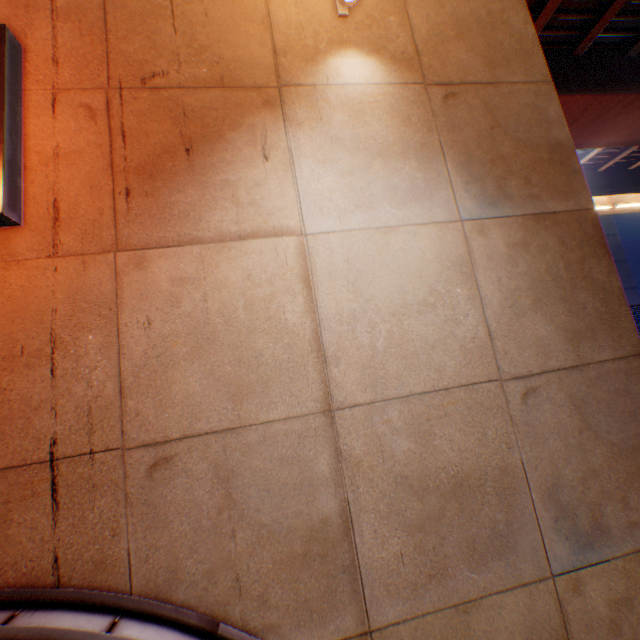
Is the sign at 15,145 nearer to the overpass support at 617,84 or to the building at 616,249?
the overpass support at 617,84

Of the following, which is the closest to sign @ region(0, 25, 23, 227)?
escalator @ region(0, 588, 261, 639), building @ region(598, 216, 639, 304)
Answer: escalator @ region(0, 588, 261, 639)

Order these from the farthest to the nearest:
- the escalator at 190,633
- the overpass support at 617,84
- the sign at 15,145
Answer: the overpass support at 617,84
the sign at 15,145
the escalator at 190,633

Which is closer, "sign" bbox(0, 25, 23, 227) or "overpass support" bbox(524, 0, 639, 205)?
"sign" bbox(0, 25, 23, 227)

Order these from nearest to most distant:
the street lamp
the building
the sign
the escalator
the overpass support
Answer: the escalator
the sign
the street lamp
the overpass support
the building

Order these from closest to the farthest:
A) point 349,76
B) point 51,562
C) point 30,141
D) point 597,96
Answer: point 51,562, point 30,141, point 349,76, point 597,96

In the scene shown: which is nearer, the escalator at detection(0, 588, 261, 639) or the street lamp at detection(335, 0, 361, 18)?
the escalator at detection(0, 588, 261, 639)

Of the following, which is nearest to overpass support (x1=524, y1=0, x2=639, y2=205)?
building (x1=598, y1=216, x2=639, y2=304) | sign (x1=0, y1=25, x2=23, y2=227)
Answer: sign (x1=0, y1=25, x2=23, y2=227)
